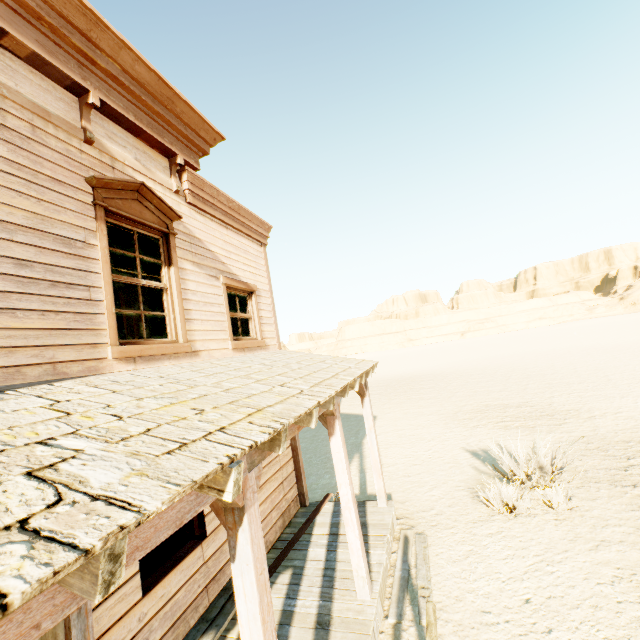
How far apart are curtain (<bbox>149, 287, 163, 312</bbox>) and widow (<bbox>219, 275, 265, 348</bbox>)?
1.2m

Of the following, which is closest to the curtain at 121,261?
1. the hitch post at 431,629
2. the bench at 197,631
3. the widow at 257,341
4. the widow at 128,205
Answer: the widow at 128,205

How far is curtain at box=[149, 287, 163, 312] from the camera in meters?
4.5

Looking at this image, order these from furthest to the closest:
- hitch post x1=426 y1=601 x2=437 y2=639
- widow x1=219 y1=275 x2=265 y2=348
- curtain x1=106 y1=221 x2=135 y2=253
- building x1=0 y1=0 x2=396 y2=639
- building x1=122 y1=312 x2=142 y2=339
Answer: building x1=122 y1=312 x2=142 y2=339, widow x1=219 y1=275 x2=265 y2=348, curtain x1=106 y1=221 x2=135 y2=253, hitch post x1=426 y1=601 x2=437 y2=639, building x1=0 y1=0 x2=396 y2=639

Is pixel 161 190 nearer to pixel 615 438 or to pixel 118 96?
pixel 118 96

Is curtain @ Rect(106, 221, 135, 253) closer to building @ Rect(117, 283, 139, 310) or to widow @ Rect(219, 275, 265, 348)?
building @ Rect(117, 283, 139, 310)

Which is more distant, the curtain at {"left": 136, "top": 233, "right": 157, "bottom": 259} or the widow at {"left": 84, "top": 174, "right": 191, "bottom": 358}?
the curtain at {"left": 136, "top": 233, "right": 157, "bottom": 259}

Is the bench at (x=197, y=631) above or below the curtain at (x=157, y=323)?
below
